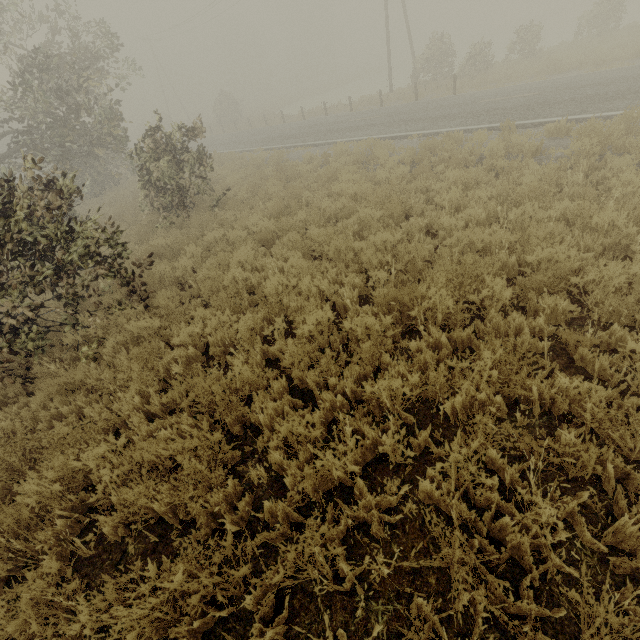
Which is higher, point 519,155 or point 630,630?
point 519,155
